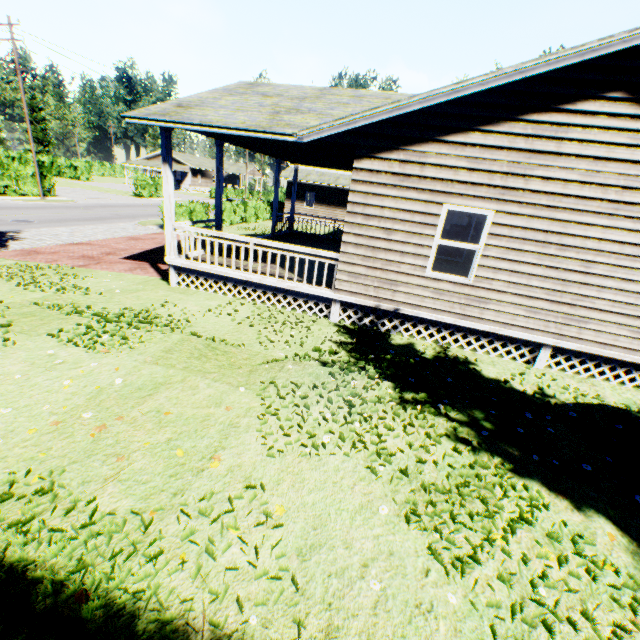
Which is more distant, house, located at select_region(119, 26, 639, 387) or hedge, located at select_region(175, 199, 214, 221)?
hedge, located at select_region(175, 199, 214, 221)

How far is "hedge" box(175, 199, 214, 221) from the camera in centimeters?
2088cm

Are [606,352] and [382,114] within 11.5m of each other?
yes

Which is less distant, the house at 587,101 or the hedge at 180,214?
the house at 587,101

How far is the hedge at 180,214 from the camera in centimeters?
2088cm

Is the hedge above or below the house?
below
